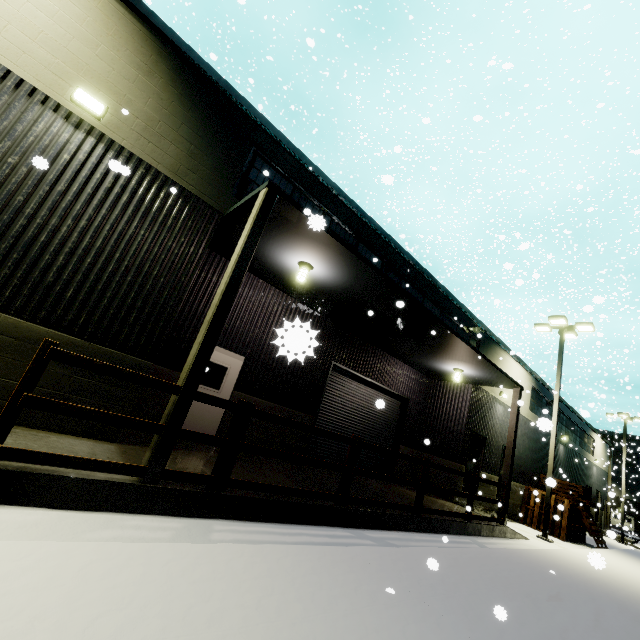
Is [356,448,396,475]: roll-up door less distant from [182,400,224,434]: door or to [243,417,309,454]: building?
[243,417,309,454]: building

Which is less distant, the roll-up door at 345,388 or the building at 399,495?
the building at 399,495

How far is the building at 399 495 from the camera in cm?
856

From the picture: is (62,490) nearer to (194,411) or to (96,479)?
(96,479)

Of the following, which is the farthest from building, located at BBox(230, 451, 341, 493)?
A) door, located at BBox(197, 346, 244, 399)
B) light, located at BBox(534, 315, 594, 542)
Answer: light, located at BBox(534, 315, 594, 542)

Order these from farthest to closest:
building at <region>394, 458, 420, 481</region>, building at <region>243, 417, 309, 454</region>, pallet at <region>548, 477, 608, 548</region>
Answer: → pallet at <region>548, 477, 608, 548</region> < building at <region>394, 458, 420, 481</region> < building at <region>243, 417, 309, 454</region>
